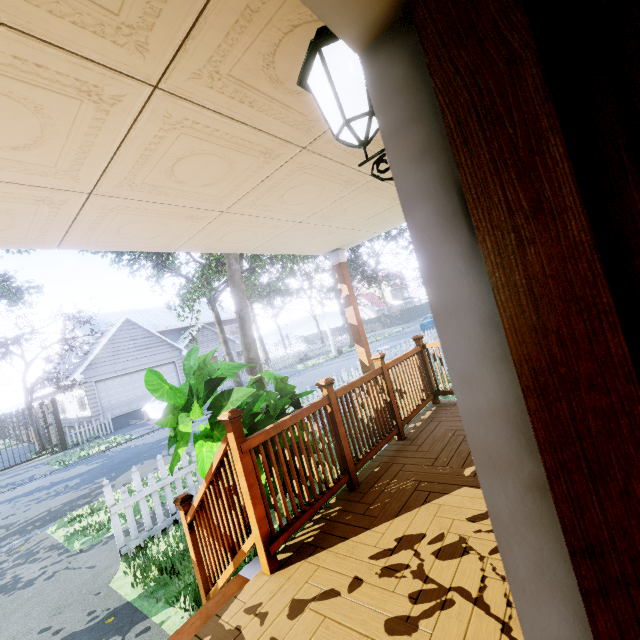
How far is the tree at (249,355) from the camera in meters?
9.9

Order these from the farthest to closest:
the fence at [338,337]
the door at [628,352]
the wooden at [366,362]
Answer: the fence at [338,337], the wooden at [366,362], the door at [628,352]

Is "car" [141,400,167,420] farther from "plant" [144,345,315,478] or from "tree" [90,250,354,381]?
"plant" [144,345,315,478]

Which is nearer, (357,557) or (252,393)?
(357,557)

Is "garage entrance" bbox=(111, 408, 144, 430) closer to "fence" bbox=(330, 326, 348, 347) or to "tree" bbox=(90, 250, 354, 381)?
"fence" bbox=(330, 326, 348, 347)

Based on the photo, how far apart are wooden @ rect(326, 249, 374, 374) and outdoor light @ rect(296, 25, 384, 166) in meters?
4.2 m

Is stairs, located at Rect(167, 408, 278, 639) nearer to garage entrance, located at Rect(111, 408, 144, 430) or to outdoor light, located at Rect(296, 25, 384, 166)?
outdoor light, located at Rect(296, 25, 384, 166)

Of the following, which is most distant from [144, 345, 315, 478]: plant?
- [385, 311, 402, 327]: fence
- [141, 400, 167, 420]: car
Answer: [141, 400, 167, 420]: car
